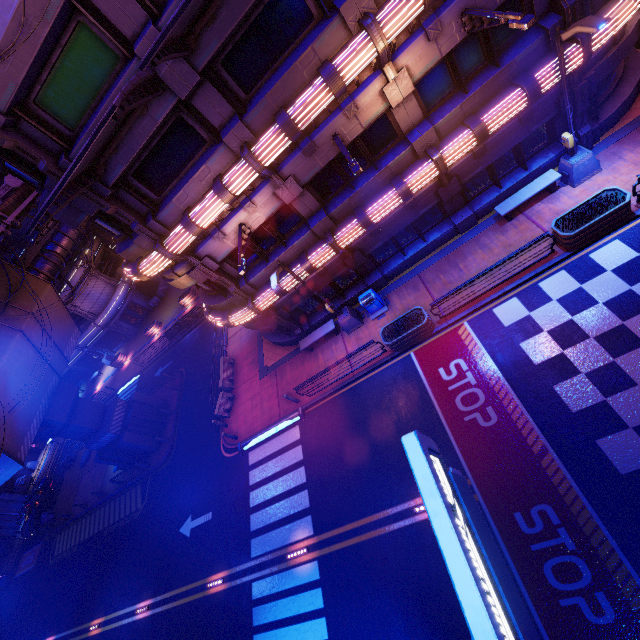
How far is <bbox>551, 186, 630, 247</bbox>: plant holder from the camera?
10.9m

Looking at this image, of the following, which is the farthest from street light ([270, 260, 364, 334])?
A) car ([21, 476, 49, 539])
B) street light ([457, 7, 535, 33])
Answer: car ([21, 476, 49, 539])

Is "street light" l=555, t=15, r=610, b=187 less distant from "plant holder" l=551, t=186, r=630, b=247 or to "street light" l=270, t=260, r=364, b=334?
"plant holder" l=551, t=186, r=630, b=247

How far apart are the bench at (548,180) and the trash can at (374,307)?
6.1 meters

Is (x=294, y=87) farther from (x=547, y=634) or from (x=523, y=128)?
(x=547, y=634)

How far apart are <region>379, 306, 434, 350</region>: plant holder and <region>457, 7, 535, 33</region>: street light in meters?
9.0 m

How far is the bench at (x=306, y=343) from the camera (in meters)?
17.20

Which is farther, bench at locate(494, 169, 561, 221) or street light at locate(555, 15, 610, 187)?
bench at locate(494, 169, 561, 221)
